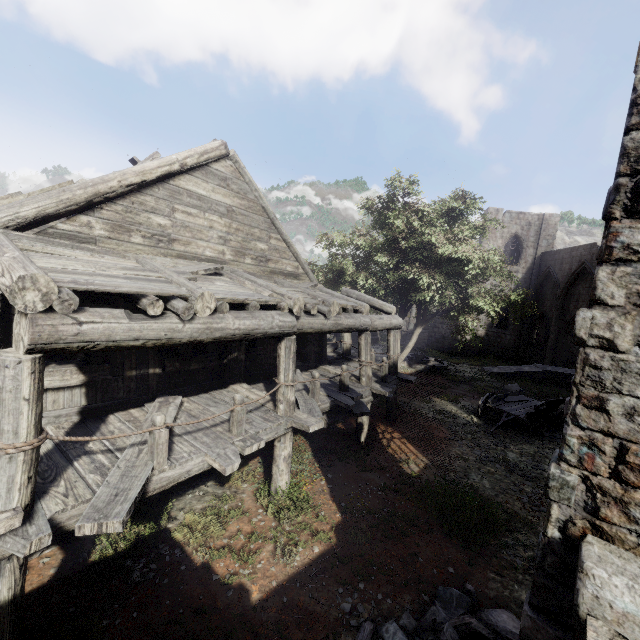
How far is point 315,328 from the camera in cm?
805

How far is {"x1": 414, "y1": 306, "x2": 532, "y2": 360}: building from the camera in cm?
2944

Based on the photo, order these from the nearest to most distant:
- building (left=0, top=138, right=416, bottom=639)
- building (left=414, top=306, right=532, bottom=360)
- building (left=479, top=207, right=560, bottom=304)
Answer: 1. building (left=0, top=138, right=416, bottom=639)
2. building (left=479, top=207, right=560, bottom=304)
3. building (left=414, top=306, right=532, bottom=360)

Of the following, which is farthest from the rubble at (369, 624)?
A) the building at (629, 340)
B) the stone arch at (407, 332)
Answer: the stone arch at (407, 332)

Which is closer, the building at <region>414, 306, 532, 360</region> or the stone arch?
the building at <region>414, 306, 532, 360</region>

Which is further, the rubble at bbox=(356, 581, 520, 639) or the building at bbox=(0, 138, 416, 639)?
the rubble at bbox=(356, 581, 520, 639)

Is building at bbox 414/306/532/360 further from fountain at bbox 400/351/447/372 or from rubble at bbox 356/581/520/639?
fountain at bbox 400/351/447/372

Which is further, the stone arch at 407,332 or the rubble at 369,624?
the stone arch at 407,332
